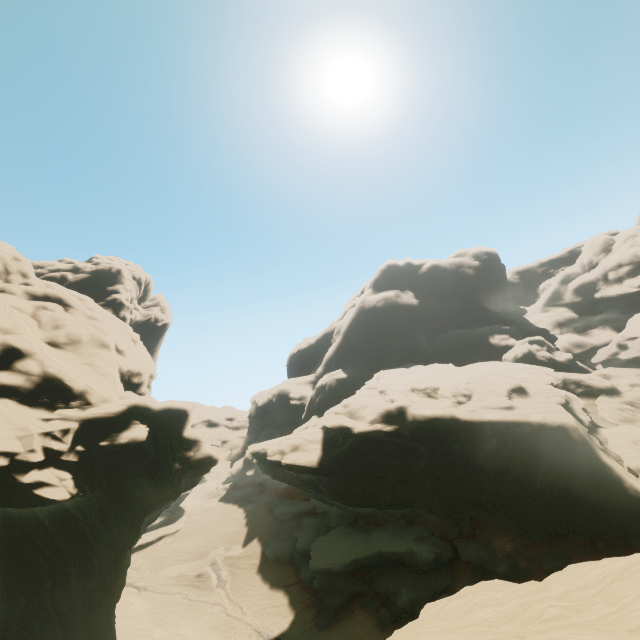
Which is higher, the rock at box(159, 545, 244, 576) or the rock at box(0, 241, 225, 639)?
the rock at box(0, 241, 225, 639)

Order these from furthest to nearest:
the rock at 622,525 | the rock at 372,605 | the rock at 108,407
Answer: the rock at 372,605, the rock at 108,407, the rock at 622,525

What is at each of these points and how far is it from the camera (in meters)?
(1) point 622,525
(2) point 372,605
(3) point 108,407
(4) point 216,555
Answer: (1) rock, 21.52
(2) rock, 29.64
(3) rock, 22.66
(4) rock, 43.06

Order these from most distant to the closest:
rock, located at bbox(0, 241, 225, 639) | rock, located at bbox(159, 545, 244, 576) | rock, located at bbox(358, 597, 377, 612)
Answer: rock, located at bbox(159, 545, 244, 576)
rock, located at bbox(358, 597, 377, 612)
rock, located at bbox(0, 241, 225, 639)

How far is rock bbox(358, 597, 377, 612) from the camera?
29.40m

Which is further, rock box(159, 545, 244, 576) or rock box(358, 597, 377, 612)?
rock box(159, 545, 244, 576)

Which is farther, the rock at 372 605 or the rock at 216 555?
the rock at 216 555
